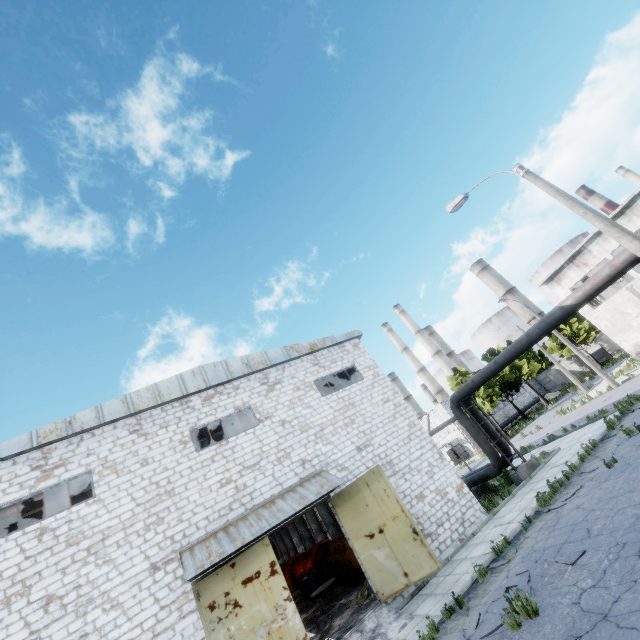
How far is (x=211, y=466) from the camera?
13.20m

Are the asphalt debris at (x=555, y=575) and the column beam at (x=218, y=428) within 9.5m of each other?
no

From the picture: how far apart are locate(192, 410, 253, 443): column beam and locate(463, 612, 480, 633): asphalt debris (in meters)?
13.26

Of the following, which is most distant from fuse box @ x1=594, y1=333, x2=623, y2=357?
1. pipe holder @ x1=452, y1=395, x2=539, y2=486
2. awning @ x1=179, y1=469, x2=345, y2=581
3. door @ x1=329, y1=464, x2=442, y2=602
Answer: awning @ x1=179, y1=469, x2=345, y2=581

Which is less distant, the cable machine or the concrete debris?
the concrete debris

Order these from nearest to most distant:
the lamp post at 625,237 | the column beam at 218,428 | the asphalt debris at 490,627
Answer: the asphalt debris at 490,627, the lamp post at 625,237, the column beam at 218,428

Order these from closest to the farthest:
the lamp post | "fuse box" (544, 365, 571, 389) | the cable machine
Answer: the lamp post < the cable machine < "fuse box" (544, 365, 571, 389)

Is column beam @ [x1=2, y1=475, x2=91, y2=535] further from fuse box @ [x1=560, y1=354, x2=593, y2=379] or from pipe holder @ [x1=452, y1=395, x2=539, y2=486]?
fuse box @ [x1=560, y1=354, x2=593, y2=379]
